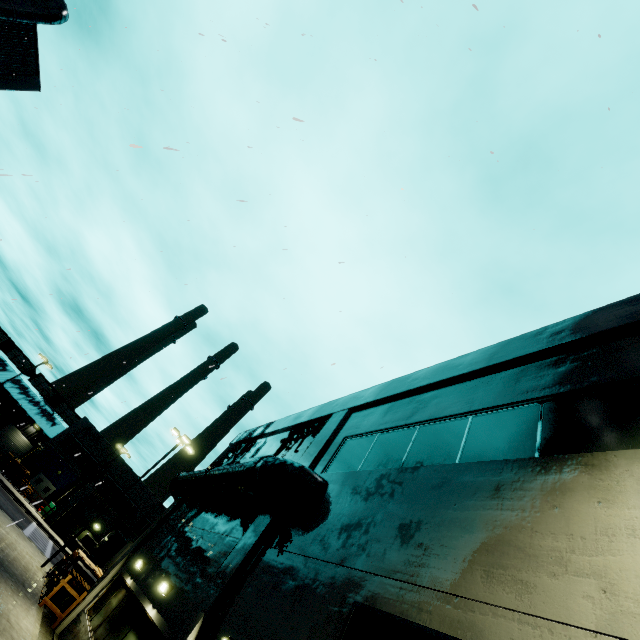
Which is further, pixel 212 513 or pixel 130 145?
pixel 212 513

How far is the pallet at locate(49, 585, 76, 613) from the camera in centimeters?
1442cm

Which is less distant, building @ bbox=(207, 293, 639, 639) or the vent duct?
building @ bbox=(207, 293, 639, 639)

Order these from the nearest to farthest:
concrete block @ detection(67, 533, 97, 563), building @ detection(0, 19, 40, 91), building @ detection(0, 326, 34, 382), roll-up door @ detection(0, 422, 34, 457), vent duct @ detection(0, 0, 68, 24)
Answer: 1. vent duct @ detection(0, 0, 68, 24)
2. building @ detection(0, 19, 40, 91)
3. concrete block @ detection(67, 533, 97, 563)
4. roll-up door @ detection(0, 422, 34, 457)
5. building @ detection(0, 326, 34, 382)

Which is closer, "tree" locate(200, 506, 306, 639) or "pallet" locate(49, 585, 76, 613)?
"tree" locate(200, 506, 306, 639)

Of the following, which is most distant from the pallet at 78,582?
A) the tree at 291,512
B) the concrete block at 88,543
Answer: the tree at 291,512

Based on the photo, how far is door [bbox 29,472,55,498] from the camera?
42.2 meters

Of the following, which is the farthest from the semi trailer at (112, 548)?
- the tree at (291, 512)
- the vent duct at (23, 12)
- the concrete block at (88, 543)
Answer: the tree at (291, 512)
